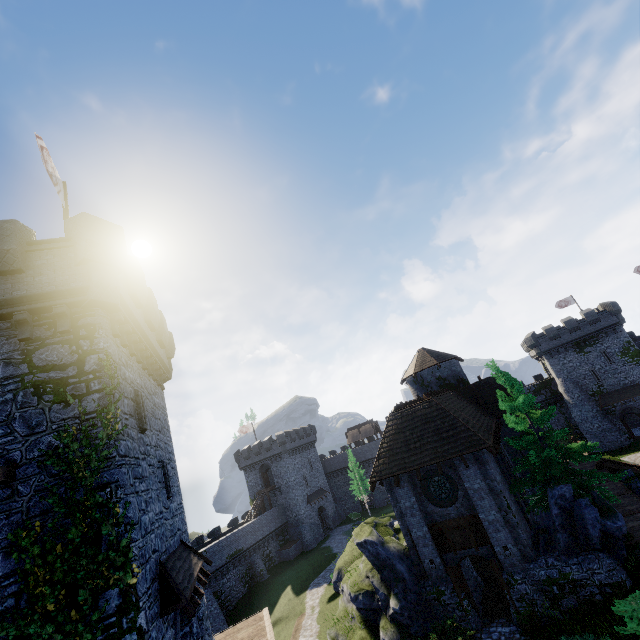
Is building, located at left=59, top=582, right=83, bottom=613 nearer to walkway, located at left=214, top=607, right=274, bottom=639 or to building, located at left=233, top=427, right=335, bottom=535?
walkway, located at left=214, top=607, right=274, bottom=639

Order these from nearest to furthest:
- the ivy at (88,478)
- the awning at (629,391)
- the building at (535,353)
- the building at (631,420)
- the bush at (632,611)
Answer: the ivy at (88,478)
the bush at (632,611)
the awning at (629,391)
the building at (535,353)
the building at (631,420)

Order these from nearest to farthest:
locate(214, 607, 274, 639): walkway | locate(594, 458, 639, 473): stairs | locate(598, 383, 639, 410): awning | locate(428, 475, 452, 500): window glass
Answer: locate(214, 607, 274, 639): walkway, locate(428, 475, 452, 500): window glass, locate(594, 458, 639, 473): stairs, locate(598, 383, 639, 410): awning

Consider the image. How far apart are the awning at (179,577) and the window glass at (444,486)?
11.62m

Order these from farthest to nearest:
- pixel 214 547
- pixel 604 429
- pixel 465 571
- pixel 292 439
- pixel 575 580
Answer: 1. pixel 292 439
2. pixel 604 429
3. pixel 214 547
4. pixel 465 571
5. pixel 575 580

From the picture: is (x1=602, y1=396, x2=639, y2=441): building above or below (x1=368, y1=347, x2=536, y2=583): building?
below

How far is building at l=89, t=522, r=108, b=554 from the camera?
8.1m

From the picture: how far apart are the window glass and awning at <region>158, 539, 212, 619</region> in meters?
11.6 m
